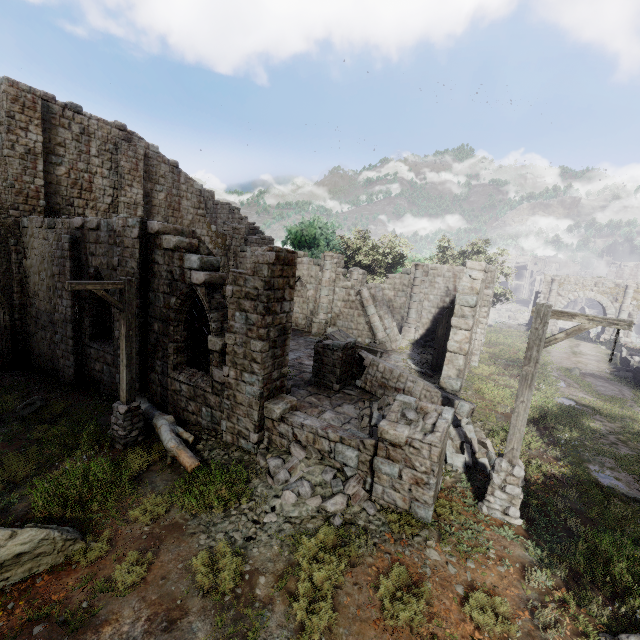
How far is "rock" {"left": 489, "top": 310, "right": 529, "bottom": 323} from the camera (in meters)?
54.66

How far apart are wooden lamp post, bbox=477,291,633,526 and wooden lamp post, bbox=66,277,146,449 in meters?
8.4 m

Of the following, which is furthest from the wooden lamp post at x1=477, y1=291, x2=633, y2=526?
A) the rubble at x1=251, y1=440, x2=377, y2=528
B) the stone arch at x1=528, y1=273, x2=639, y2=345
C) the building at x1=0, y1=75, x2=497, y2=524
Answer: the stone arch at x1=528, y1=273, x2=639, y2=345

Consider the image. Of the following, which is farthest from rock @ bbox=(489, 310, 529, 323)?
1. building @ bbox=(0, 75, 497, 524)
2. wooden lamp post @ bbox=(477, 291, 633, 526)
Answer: wooden lamp post @ bbox=(477, 291, 633, 526)

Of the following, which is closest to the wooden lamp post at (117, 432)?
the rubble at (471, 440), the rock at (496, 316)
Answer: the rubble at (471, 440)

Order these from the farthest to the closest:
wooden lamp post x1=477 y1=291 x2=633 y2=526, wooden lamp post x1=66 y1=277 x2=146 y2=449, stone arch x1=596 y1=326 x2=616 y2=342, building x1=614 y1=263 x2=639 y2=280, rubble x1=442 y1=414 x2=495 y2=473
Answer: building x1=614 y1=263 x2=639 y2=280
stone arch x1=596 y1=326 x2=616 y2=342
rubble x1=442 y1=414 x2=495 y2=473
wooden lamp post x1=66 y1=277 x2=146 y2=449
wooden lamp post x1=477 y1=291 x2=633 y2=526

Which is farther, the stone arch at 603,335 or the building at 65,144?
the stone arch at 603,335

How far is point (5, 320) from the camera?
15.63m
